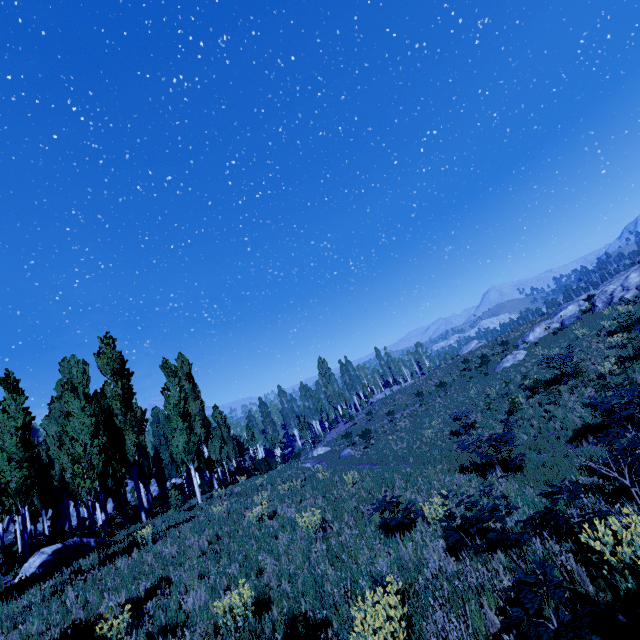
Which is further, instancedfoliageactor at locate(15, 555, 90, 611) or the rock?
the rock

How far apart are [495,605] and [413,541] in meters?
3.1

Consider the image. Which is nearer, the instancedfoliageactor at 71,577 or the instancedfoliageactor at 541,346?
the instancedfoliageactor at 71,577

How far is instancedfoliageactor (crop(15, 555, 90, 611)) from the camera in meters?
9.1

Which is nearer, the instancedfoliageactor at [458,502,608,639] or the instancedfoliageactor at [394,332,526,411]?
the instancedfoliageactor at [458,502,608,639]

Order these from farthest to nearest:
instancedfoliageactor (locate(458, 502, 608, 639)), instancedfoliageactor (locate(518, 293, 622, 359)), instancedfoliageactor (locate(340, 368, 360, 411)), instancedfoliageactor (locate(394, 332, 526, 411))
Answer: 1. instancedfoliageactor (locate(340, 368, 360, 411))
2. instancedfoliageactor (locate(394, 332, 526, 411))
3. instancedfoliageactor (locate(518, 293, 622, 359))
4. instancedfoliageactor (locate(458, 502, 608, 639))
